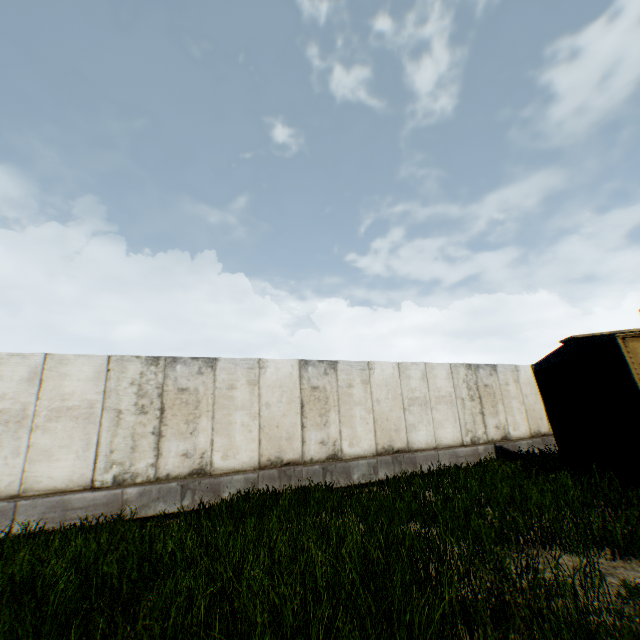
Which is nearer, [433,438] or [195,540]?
[195,540]
